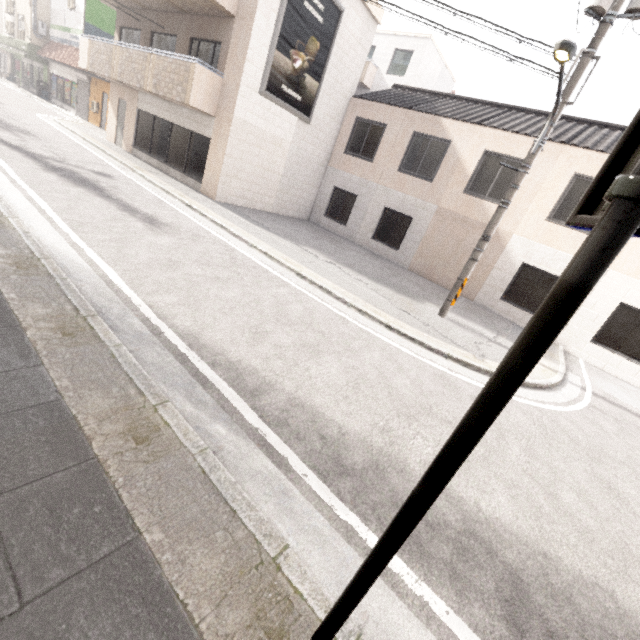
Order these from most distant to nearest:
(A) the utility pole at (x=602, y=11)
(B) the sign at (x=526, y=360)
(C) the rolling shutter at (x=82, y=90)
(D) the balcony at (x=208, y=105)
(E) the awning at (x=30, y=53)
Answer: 1. (C) the rolling shutter at (x=82, y=90)
2. (E) the awning at (x=30, y=53)
3. (D) the balcony at (x=208, y=105)
4. (A) the utility pole at (x=602, y=11)
5. (B) the sign at (x=526, y=360)

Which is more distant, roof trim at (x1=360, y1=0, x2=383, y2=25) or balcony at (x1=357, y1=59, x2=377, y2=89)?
balcony at (x1=357, y1=59, x2=377, y2=89)

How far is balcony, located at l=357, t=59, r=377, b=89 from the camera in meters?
21.4

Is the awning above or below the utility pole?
below

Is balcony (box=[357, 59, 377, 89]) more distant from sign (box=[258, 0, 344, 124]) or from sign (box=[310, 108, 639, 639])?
sign (box=[310, 108, 639, 639])

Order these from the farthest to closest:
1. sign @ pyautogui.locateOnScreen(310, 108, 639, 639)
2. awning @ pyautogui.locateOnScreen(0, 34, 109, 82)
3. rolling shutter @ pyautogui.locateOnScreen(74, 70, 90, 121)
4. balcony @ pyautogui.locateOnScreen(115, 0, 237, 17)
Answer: rolling shutter @ pyautogui.locateOnScreen(74, 70, 90, 121) → awning @ pyautogui.locateOnScreen(0, 34, 109, 82) → balcony @ pyautogui.locateOnScreen(115, 0, 237, 17) → sign @ pyautogui.locateOnScreen(310, 108, 639, 639)

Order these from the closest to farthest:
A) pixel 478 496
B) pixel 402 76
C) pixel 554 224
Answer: pixel 478 496 → pixel 554 224 → pixel 402 76

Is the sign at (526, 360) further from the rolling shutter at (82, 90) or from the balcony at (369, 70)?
the rolling shutter at (82, 90)
